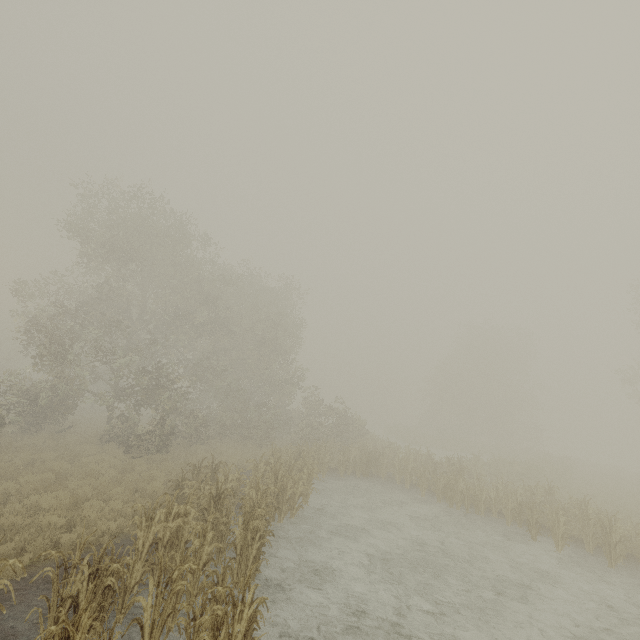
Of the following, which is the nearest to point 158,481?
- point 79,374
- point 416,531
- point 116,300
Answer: point 79,374
